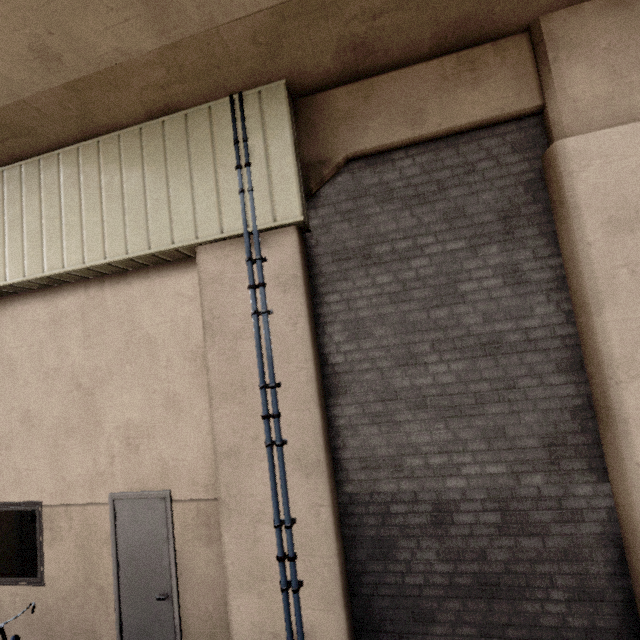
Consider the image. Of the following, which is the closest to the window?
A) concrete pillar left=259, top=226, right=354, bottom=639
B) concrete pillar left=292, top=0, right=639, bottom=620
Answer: concrete pillar left=259, top=226, right=354, bottom=639

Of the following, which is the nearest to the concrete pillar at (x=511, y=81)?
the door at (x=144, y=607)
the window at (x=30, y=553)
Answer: the door at (x=144, y=607)

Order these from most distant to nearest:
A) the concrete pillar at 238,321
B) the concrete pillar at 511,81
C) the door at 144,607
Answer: the door at 144,607 → the concrete pillar at 238,321 → the concrete pillar at 511,81

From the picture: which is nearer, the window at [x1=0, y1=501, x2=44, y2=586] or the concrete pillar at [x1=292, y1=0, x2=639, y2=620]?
the concrete pillar at [x1=292, y1=0, x2=639, y2=620]

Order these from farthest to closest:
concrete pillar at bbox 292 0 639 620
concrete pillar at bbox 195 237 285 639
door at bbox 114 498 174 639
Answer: door at bbox 114 498 174 639 < concrete pillar at bbox 195 237 285 639 < concrete pillar at bbox 292 0 639 620

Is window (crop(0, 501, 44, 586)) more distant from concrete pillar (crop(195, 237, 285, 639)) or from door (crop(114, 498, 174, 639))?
concrete pillar (crop(195, 237, 285, 639))

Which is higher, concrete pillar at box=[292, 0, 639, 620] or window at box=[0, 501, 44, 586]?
concrete pillar at box=[292, 0, 639, 620]

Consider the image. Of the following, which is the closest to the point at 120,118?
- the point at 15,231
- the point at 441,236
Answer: the point at 15,231
